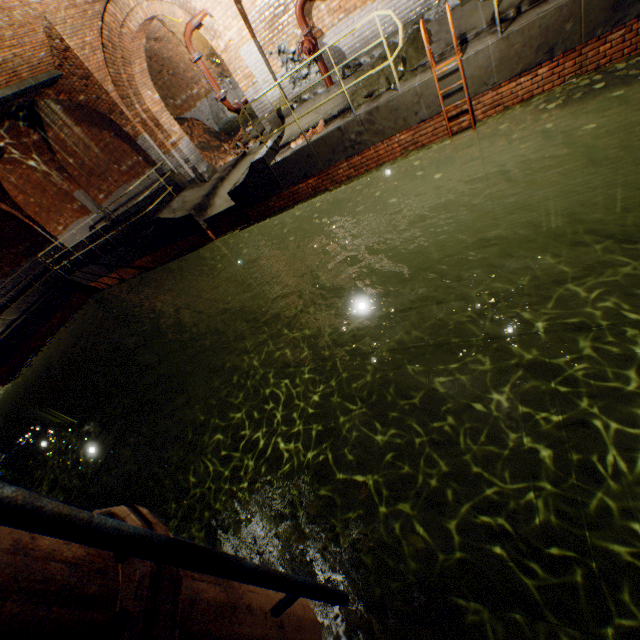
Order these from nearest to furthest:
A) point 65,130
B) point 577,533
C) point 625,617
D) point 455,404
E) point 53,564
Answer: point 53,564 → point 625,617 → point 577,533 → point 455,404 → point 65,130

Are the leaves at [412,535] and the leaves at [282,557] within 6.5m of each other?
yes

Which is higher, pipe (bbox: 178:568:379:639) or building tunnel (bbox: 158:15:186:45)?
building tunnel (bbox: 158:15:186:45)

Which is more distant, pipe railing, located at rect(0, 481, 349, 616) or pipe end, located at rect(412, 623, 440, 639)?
pipe end, located at rect(412, 623, 440, 639)

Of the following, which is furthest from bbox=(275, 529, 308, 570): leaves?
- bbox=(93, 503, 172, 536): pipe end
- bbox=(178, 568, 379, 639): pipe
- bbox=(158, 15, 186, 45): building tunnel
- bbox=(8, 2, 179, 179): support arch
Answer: bbox=(158, 15, 186, 45): building tunnel

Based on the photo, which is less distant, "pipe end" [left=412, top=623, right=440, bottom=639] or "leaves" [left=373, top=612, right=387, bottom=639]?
"leaves" [left=373, top=612, right=387, bottom=639]

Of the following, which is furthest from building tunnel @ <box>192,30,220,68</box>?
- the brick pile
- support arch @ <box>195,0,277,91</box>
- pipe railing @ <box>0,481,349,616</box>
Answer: pipe railing @ <box>0,481,349,616</box>

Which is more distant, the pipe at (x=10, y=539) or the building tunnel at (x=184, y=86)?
the building tunnel at (x=184, y=86)
